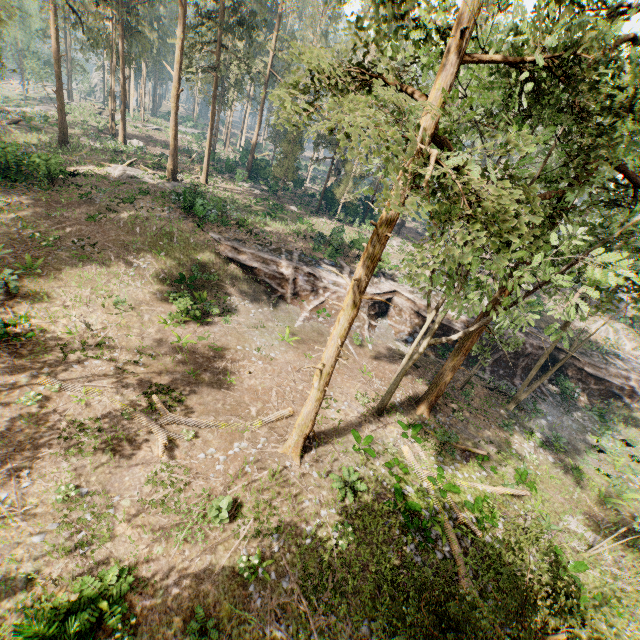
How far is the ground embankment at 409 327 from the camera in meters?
26.3 m

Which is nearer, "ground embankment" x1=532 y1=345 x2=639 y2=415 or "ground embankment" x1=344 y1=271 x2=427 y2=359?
"ground embankment" x1=344 y1=271 x2=427 y2=359

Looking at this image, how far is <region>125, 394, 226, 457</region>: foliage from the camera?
12.97m

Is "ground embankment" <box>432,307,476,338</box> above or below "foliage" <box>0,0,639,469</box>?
below

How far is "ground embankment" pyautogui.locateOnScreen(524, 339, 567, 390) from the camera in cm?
2884

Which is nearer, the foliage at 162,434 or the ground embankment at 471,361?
the foliage at 162,434

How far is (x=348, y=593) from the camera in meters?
11.0 m
